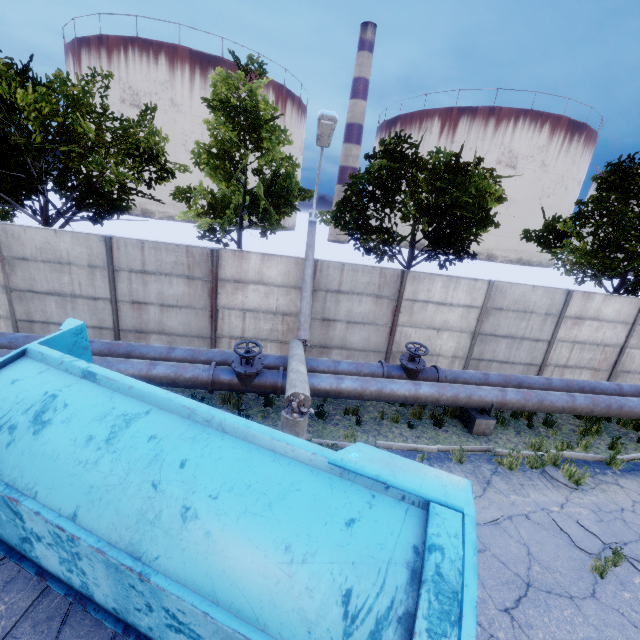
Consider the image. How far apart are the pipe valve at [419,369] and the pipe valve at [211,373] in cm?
253

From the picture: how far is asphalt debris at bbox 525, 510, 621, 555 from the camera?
5.8m

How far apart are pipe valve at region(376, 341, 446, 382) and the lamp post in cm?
197

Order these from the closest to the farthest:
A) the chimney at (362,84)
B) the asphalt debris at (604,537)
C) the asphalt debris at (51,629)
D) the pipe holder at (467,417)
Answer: the asphalt debris at (51,629) < the asphalt debris at (604,537) < the pipe holder at (467,417) < the chimney at (362,84)

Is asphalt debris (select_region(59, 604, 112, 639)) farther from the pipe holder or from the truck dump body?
the pipe holder

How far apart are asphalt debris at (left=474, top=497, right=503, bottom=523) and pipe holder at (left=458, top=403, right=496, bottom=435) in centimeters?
232cm

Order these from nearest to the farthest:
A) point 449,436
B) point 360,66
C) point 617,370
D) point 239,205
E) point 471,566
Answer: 1. point 471,566
2. point 449,436
3. point 617,370
4. point 239,205
5. point 360,66

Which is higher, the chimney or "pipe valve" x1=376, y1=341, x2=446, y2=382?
the chimney
